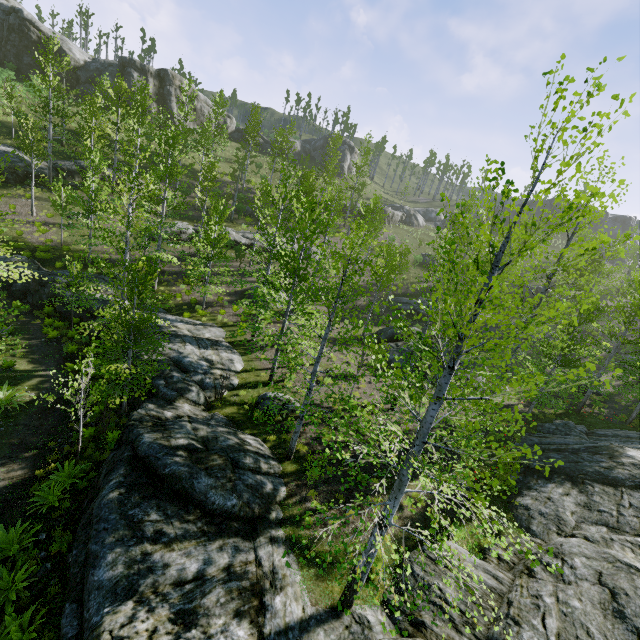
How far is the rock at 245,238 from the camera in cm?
3152

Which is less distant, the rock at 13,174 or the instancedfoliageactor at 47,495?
the instancedfoliageactor at 47,495

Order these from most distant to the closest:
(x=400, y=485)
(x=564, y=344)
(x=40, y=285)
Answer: (x=564, y=344) → (x=40, y=285) → (x=400, y=485)

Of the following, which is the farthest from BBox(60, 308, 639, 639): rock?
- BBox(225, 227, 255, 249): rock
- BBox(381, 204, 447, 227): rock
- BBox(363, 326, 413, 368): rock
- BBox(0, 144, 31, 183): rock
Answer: BBox(381, 204, 447, 227): rock

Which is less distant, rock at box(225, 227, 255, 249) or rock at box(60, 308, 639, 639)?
rock at box(60, 308, 639, 639)

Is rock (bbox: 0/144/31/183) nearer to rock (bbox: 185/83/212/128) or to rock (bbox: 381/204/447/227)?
rock (bbox: 185/83/212/128)

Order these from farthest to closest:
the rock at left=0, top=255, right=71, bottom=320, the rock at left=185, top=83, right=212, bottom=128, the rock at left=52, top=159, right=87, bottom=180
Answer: the rock at left=185, top=83, right=212, bottom=128, the rock at left=52, top=159, right=87, bottom=180, the rock at left=0, top=255, right=71, bottom=320

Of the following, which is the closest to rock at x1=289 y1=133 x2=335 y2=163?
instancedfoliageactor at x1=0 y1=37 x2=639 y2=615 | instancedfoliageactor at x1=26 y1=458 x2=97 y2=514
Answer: instancedfoliageactor at x1=0 y1=37 x2=639 y2=615
